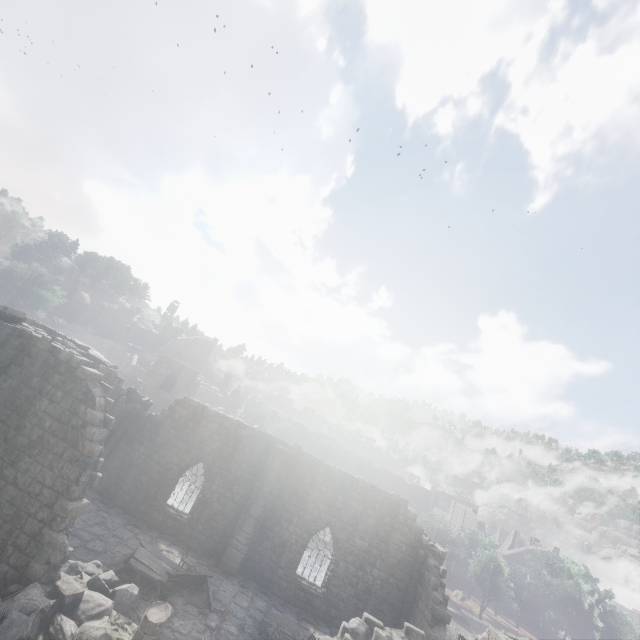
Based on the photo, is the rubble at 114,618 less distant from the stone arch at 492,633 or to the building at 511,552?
the building at 511,552

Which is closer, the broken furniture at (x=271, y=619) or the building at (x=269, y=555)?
the building at (x=269, y=555)

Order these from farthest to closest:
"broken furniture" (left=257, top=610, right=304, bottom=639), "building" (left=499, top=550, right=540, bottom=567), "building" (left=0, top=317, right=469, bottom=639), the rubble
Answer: "building" (left=499, top=550, right=540, bottom=567) → "broken furniture" (left=257, top=610, right=304, bottom=639) → "building" (left=0, top=317, right=469, bottom=639) → the rubble

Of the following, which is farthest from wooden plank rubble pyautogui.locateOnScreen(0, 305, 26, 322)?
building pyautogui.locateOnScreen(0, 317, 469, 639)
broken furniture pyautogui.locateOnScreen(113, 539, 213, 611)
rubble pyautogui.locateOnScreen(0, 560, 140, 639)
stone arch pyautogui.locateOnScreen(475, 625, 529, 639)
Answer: stone arch pyautogui.locateOnScreen(475, 625, 529, 639)

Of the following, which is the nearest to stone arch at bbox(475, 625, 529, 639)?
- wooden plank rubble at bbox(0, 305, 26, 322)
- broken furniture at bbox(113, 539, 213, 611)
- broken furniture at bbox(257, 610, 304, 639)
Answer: broken furniture at bbox(257, 610, 304, 639)

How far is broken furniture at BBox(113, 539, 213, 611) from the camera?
12.6 meters

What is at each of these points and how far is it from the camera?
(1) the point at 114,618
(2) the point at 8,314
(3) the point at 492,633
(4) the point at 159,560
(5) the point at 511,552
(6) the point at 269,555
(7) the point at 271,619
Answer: (1) rubble, 9.9 meters
(2) wooden plank rubble, 11.6 meters
(3) stone arch, 16.3 meters
(4) broken furniture, 13.9 meters
(5) building, 59.8 meters
(6) building, 17.5 meters
(7) broken furniture, 13.7 meters

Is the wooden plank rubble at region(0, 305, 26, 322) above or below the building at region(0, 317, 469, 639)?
above
